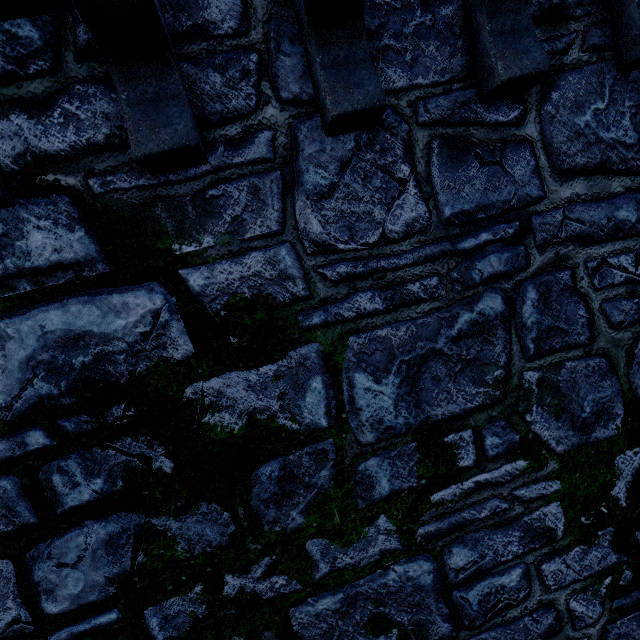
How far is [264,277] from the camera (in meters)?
1.89
